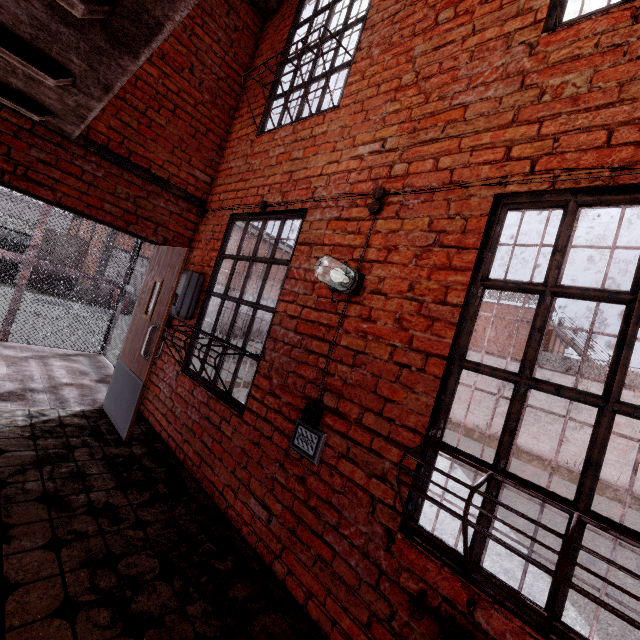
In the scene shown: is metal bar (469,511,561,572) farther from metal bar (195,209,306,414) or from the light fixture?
metal bar (195,209,306,414)

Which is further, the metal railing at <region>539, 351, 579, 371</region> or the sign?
the metal railing at <region>539, 351, 579, 371</region>

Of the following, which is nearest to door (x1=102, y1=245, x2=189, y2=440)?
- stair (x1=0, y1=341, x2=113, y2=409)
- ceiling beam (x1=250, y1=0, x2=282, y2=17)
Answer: stair (x1=0, y1=341, x2=113, y2=409)

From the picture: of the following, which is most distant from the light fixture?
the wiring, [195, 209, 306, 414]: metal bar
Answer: [195, 209, 306, 414]: metal bar

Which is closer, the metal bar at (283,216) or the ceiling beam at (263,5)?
the metal bar at (283,216)

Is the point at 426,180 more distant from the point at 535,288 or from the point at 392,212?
the point at 535,288

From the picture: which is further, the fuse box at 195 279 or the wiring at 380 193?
the fuse box at 195 279

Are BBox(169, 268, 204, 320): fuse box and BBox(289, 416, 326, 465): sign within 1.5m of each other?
no
